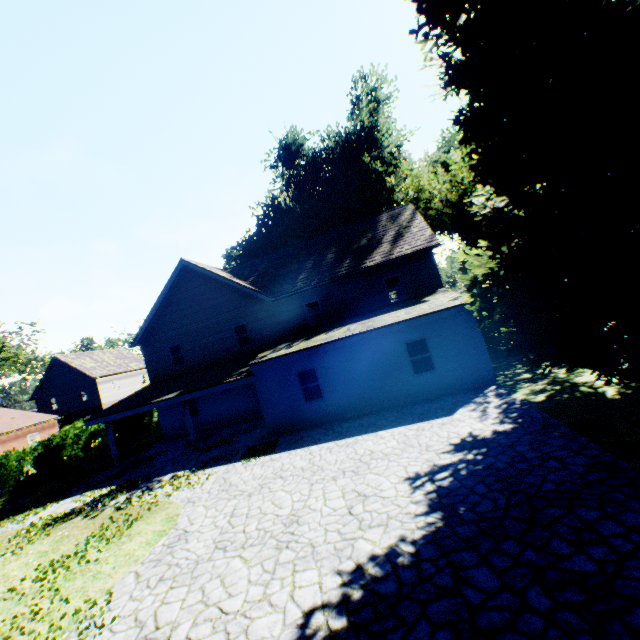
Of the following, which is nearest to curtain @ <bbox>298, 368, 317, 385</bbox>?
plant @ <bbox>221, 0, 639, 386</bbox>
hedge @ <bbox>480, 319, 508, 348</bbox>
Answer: plant @ <bbox>221, 0, 639, 386</bbox>

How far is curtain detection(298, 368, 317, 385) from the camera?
14.86m

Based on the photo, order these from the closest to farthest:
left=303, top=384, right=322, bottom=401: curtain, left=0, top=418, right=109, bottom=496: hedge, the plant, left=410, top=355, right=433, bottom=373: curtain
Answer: the plant
left=410, top=355, right=433, bottom=373: curtain
left=303, top=384, right=322, bottom=401: curtain
left=0, top=418, right=109, bottom=496: hedge

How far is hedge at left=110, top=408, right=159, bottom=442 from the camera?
27.06m

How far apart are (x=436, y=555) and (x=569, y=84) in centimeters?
1061cm

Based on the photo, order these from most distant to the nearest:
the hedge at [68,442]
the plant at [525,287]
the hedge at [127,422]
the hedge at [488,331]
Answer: the hedge at [127,422]
the hedge at [68,442]
the hedge at [488,331]
the plant at [525,287]

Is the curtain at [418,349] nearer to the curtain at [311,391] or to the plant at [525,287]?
the plant at [525,287]

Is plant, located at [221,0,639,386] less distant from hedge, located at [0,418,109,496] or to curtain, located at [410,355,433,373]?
hedge, located at [0,418,109,496]
